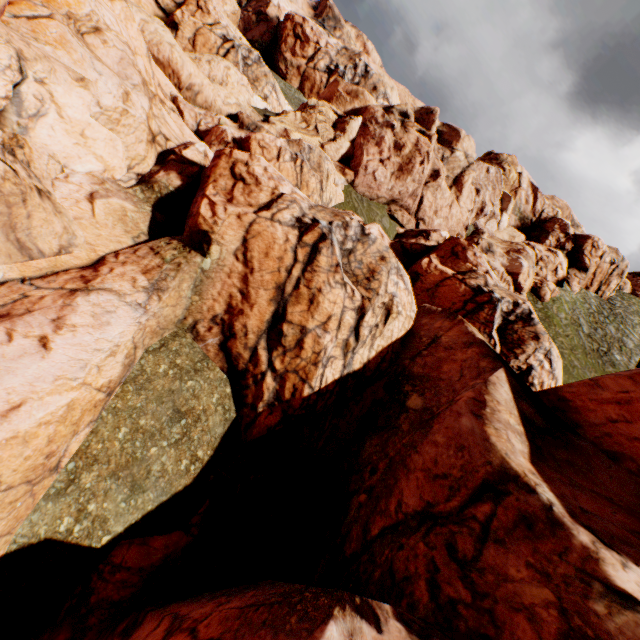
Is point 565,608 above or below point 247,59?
below
